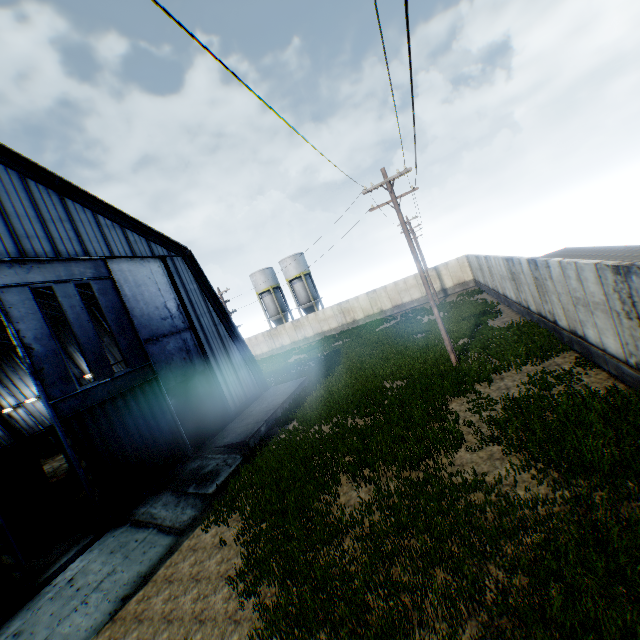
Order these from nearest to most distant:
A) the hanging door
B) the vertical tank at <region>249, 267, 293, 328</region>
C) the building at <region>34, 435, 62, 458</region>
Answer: the hanging door < the building at <region>34, 435, 62, 458</region> < the vertical tank at <region>249, 267, 293, 328</region>

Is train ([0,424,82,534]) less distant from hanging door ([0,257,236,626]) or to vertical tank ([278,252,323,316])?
hanging door ([0,257,236,626])

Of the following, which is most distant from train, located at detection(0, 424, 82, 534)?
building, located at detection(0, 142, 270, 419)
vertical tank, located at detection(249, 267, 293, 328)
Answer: vertical tank, located at detection(249, 267, 293, 328)

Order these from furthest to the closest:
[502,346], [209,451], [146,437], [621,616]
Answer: [209,451] < [502,346] < [146,437] < [621,616]

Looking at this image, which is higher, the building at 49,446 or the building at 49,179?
the building at 49,179

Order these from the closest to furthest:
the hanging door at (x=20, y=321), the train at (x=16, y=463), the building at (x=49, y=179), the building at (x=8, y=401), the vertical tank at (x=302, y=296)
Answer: the hanging door at (x=20, y=321) < the building at (x=49, y=179) < the train at (x=16, y=463) < the building at (x=8, y=401) < the vertical tank at (x=302, y=296)

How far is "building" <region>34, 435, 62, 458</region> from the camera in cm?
3250
